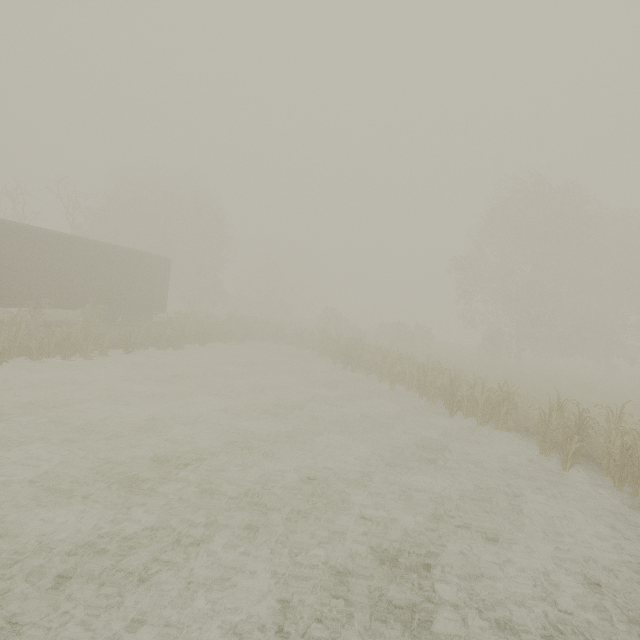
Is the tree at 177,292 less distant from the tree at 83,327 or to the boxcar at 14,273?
the boxcar at 14,273

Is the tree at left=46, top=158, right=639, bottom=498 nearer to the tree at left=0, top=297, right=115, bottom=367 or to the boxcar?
the boxcar

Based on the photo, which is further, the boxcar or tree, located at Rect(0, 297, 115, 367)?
the boxcar

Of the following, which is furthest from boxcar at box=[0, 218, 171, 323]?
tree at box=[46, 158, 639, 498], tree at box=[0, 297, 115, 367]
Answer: tree at box=[46, 158, 639, 498]

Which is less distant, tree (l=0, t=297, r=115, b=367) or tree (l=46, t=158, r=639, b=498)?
tree (l=46, t=158, r=639, b=498)

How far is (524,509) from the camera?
7.4m

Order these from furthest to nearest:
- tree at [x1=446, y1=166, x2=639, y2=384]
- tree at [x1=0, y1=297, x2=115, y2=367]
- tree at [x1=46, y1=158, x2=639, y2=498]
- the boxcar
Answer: tree at [x1=446, y1=166, x2=639, y2=384], the boxcar, tree at [x1=0, y1=297, x2=115, y2=367], tree at [x1=46, y1=158, x2=639, y2=498]
